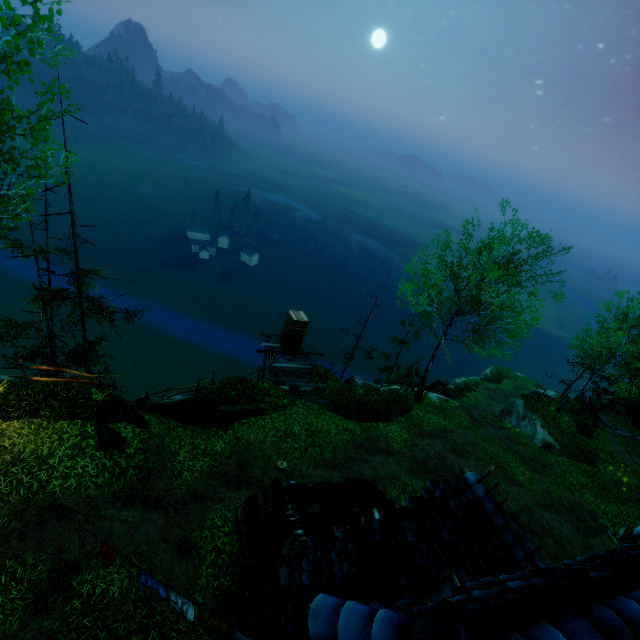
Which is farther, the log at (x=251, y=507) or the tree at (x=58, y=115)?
the log at (x=251, y=507)

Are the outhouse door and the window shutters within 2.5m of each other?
no

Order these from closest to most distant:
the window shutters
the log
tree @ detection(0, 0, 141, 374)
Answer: the window shutters < tree @ detection(0, 0, 141, 374) < the log

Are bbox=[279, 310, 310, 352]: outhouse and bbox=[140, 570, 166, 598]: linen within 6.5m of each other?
no

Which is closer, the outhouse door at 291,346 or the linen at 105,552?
the linen at 105,552

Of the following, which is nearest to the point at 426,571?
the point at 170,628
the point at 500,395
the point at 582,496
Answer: the point at 170,628

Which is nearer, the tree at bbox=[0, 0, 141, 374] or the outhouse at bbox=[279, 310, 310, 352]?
the tree at bbox=[0, 0, 141, 374]

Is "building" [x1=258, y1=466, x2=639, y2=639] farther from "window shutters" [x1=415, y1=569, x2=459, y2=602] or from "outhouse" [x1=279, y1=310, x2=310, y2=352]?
"outhouse" [x1=279, y1=310, x2=310, y2=352]
